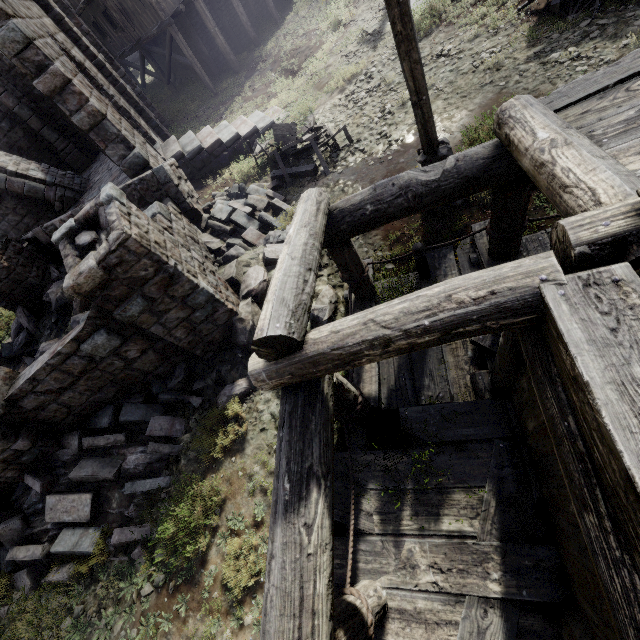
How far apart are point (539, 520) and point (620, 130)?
3.8m

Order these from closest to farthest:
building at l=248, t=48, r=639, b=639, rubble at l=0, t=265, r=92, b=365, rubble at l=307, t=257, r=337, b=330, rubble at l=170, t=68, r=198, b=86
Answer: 1. building at l=248, t=48, r=639, b=639
2. rubble at l=307, t=257, r=337, b=330
3. rubble at l=0, t=265, r=92, b=365
4. rubble at l=170, t=68, r=198, b=86

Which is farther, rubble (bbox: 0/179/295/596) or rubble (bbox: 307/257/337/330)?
rubble (bbox: 307/257/337/330)

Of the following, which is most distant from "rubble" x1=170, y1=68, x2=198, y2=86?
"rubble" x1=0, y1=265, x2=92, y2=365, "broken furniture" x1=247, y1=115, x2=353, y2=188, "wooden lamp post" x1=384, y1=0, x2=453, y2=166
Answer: "wooden lamp post" x1=384, y1=0, x2=453, y2=166

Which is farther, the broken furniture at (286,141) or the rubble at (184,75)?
the rubble at (184,75)

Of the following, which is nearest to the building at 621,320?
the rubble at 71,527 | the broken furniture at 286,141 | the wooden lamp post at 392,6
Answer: the rubble at 71,527

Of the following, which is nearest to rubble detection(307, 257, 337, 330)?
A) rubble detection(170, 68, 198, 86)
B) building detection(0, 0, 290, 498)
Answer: building detection(0, 0, 290, 498)

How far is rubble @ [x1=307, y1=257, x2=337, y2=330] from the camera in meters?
6.5
